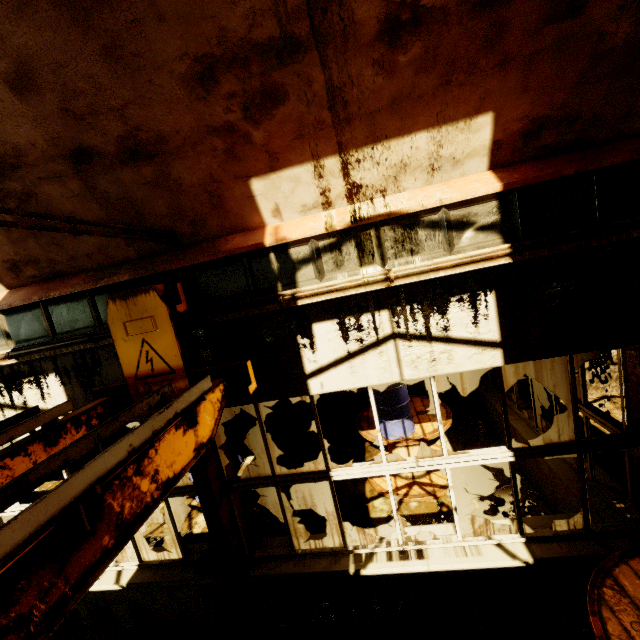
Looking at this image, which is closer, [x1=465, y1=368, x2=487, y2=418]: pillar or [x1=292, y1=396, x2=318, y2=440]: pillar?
[x1=465, y1=368, x2=487, y2=418]: pillar

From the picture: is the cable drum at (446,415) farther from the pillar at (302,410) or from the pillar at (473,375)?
the pillar at (302,410)

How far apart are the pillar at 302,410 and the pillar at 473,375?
3.8m

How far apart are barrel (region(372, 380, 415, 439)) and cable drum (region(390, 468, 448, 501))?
0.2m

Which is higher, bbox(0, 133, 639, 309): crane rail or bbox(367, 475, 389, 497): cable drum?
bbox(0, 133, 639, 309): crane rail

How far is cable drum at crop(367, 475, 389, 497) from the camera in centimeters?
622cm

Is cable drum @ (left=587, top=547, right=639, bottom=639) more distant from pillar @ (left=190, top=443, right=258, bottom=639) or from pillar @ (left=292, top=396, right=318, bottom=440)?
pillar @ (left=292, top=396, right=318, bottom=440)

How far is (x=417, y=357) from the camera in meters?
3.3 m
